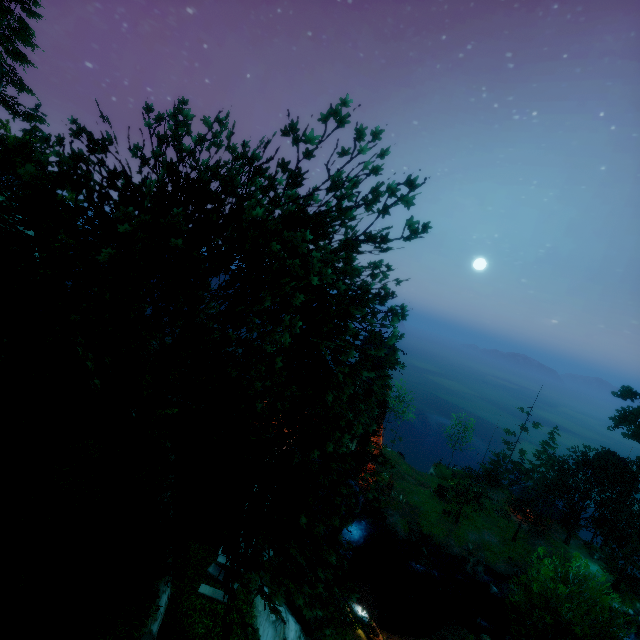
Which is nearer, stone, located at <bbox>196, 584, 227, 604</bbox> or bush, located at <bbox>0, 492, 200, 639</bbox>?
bush, located at <bbox>0, 492, 200, 639</bbox>

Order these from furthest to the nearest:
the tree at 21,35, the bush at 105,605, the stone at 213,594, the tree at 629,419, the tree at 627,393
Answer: the tree at 627,393 < the tree at 629,419 < the tree at 21,35 < the stone at 213,594 < the bush at 105,605

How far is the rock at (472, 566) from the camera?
36.5 meters

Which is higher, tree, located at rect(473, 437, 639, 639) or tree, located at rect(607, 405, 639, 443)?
tree, located at rect(607, 405, 639, 443)

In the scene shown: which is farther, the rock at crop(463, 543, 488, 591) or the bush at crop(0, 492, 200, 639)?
the rock at crop(463, 543, 488, 591)

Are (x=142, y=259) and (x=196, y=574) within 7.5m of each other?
no

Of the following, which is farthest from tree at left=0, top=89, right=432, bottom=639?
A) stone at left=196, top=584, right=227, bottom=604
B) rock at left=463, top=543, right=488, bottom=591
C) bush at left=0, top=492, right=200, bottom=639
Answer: stone at left=196, top=584, right=227, bottom=604
